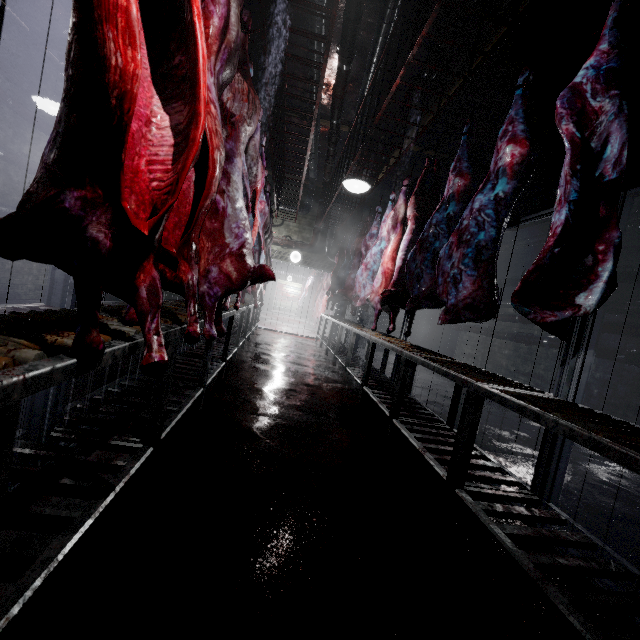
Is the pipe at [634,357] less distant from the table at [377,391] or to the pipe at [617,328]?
the pipe at [617,328]

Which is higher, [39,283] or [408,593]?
[39,283]

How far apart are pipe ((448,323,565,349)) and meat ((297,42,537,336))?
3.2m

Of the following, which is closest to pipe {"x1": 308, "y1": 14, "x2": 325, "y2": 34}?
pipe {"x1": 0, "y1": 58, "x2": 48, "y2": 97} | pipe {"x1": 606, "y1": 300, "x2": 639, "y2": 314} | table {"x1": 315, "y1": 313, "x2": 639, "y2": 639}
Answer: pipe {"x1": 606, "y1": 300, "x2": 639, "y2": 314}

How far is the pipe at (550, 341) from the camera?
5.50m

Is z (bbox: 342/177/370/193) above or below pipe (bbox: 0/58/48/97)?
below

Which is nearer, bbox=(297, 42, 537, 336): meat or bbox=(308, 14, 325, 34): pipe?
bbox=(297, 42, 537, 336): meat

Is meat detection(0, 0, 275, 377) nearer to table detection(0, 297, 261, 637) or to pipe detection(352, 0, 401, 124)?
table detection(0, 297, 261, 637)
